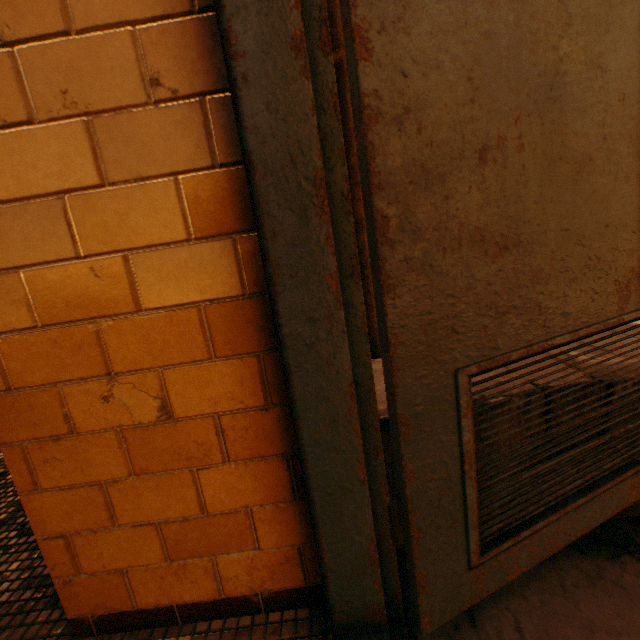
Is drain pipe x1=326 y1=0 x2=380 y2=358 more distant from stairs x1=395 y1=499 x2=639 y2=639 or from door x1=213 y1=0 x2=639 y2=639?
door x1=213 y1=0 x2=639 y2=639

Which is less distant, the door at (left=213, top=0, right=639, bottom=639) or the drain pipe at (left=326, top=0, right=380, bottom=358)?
the door at (left=213, top=0, right=639, bottom=639)

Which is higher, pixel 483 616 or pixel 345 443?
pixel 345 443

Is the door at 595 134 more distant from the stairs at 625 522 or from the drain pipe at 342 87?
the drain pipe at 342 87

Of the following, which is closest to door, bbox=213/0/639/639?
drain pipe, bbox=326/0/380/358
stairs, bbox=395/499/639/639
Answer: stairs, bbox=395/499/639/639

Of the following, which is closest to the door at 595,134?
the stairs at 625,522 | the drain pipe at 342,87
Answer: the stairs at 625,522

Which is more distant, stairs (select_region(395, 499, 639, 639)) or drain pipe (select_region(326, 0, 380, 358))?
drain pipe (select_region(326, 0, 380, 358))
